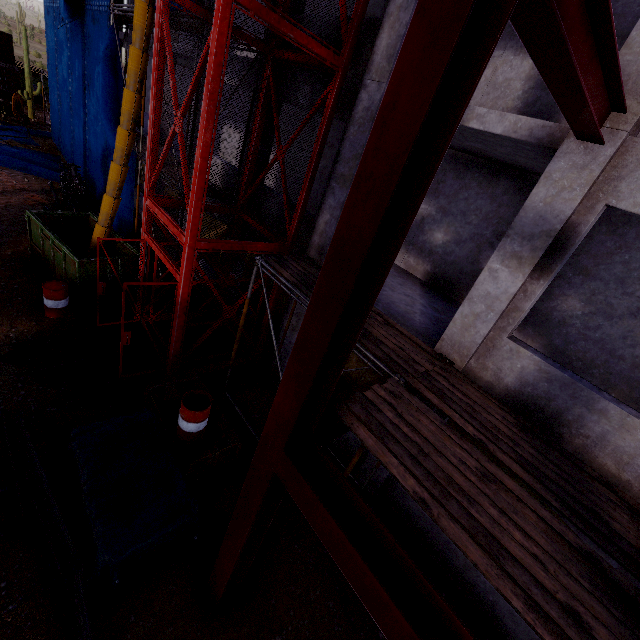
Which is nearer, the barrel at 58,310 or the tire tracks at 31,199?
the barrel at 58,310

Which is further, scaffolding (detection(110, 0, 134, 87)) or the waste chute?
scaffolding (detection(110, 0, 134, 87))

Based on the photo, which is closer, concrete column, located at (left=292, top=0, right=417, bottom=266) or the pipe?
concrete column, located at (left=292, top=0, right=417, bottom=266)

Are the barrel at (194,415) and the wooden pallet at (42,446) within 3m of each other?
yes

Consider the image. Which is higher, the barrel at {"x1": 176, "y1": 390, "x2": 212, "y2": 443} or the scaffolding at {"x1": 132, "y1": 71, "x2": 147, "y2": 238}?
the scaffolding at {"x1": 132, "y1": 71, "x2": 147, "y2": 238}

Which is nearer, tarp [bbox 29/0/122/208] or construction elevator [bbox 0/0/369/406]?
construction elevator [bbox 0/0/369/406]

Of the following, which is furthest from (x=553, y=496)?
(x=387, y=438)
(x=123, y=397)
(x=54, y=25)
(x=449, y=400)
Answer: (x=54, y=25)

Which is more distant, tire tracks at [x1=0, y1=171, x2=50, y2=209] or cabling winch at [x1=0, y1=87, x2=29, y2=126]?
cabling winch at [x1=0, y1=87, x2=29, y2=126]
